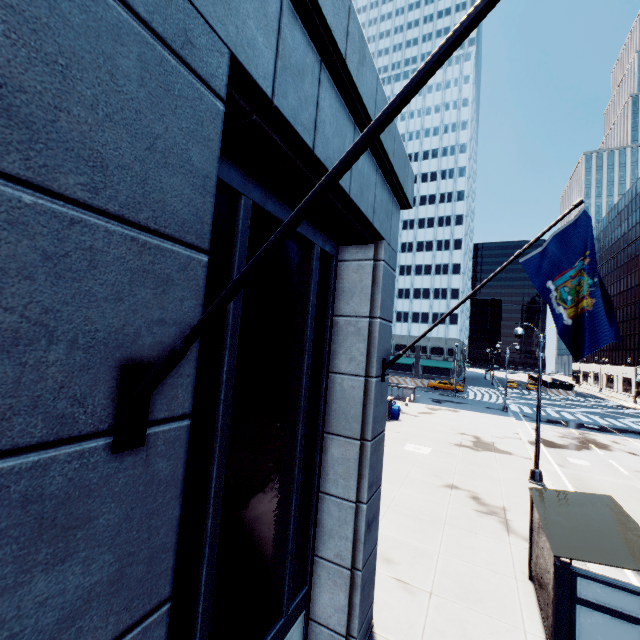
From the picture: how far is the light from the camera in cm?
1487

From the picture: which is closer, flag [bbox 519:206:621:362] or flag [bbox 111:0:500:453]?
flag [bbox 111:0:500:453]

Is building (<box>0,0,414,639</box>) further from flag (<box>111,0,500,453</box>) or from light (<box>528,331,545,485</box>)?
light (<box>528,331,545,485</box>)

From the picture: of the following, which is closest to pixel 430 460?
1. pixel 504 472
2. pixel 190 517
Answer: pixel 504 472

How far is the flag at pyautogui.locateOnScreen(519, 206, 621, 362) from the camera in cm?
499

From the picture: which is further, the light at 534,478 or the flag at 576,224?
the light at 534,478

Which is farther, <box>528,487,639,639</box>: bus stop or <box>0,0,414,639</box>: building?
<box>528,487,639,639</box>: bus stop

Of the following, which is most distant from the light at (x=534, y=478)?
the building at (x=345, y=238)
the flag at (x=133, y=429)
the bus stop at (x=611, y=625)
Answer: the flag at (x=133, y=429)
